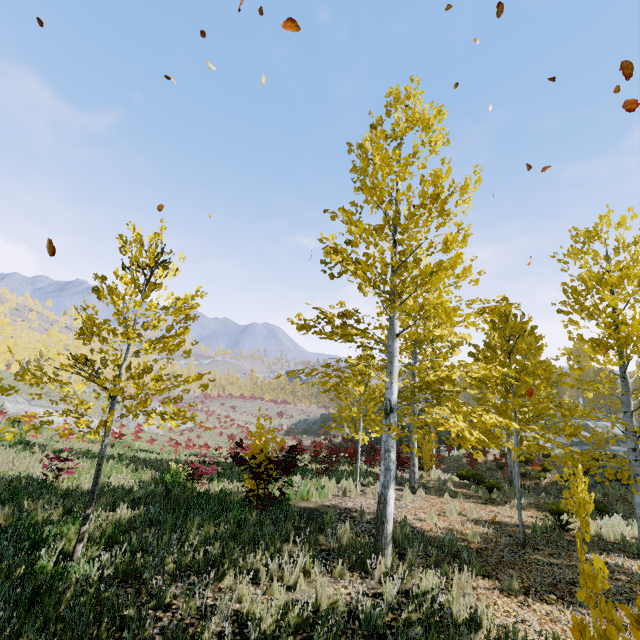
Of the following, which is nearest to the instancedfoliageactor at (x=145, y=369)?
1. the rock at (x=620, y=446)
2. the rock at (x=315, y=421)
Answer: the rock at (x=620, y=446)

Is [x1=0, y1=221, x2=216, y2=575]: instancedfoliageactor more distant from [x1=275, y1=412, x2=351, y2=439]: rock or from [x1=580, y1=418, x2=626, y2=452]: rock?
[x1=275, y1=412, x2=351, y2=439]: rock

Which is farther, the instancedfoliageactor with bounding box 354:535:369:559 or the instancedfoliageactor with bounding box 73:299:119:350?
the instancedfoliageactor with bounding box 354:535:369:559

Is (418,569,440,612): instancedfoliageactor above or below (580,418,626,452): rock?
below

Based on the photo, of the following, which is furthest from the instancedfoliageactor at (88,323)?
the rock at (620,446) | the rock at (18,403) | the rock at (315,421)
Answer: the rock at (18,403)

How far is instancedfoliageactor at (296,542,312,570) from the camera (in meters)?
A: 5.63

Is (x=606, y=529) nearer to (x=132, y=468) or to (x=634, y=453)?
(x=634, y=453)

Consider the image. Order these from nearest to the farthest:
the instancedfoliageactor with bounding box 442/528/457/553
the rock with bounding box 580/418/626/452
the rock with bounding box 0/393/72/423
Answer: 1. the instancedfoliageactor with bounding box 442/528/457/553
2. the rock with bounding box 0/393/72/423
3. the rock with bounding box 580/418/626/452
